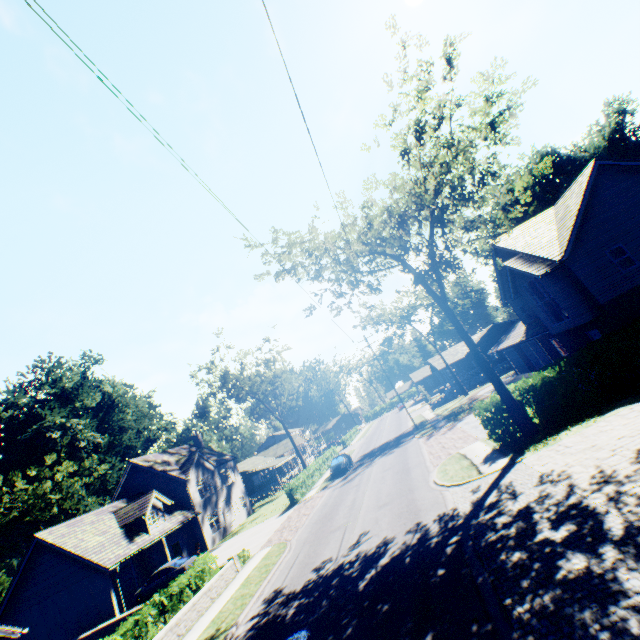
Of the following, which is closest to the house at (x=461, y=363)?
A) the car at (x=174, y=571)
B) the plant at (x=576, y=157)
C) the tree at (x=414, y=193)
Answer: the plant at (x=576, y=157)

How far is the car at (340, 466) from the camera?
32.3 meters

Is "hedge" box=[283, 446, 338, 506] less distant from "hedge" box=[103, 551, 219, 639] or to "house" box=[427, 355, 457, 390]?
"hedge" box=[103, 551, 219, 639]

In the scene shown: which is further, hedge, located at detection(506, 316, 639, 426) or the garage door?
the garage door

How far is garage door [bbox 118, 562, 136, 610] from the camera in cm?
2428

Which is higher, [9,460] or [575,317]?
[9,460]

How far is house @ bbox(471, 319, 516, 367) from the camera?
48.4m

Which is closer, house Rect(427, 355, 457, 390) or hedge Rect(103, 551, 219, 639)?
hedge Rect(103, 551, 219, 639)
